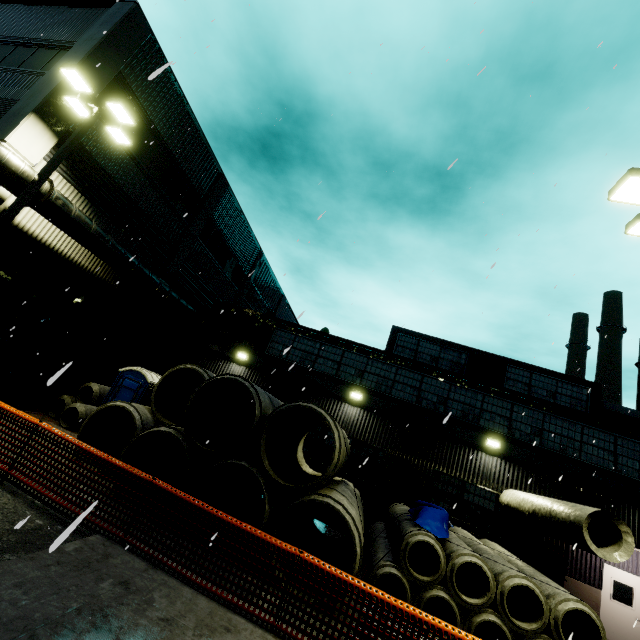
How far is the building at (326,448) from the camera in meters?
13.9 m

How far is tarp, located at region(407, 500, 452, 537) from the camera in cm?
813

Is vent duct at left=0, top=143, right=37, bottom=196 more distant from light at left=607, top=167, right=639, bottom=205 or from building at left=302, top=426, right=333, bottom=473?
light at left=607, top=167, right=639, bottom=205

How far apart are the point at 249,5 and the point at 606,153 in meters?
11.3

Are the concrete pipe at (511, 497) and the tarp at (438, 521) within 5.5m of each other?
yes

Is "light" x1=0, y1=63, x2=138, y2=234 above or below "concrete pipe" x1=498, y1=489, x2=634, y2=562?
above

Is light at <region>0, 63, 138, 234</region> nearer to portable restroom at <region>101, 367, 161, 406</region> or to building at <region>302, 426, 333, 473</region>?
building at <region>302, 426, 333, 473</region>

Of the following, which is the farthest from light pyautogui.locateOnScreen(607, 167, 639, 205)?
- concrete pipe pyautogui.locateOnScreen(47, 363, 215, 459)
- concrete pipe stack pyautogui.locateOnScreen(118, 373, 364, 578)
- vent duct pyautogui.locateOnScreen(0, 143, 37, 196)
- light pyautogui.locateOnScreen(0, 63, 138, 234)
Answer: light pyautogui.locateOnScreen(0, 63, 138, 234)
